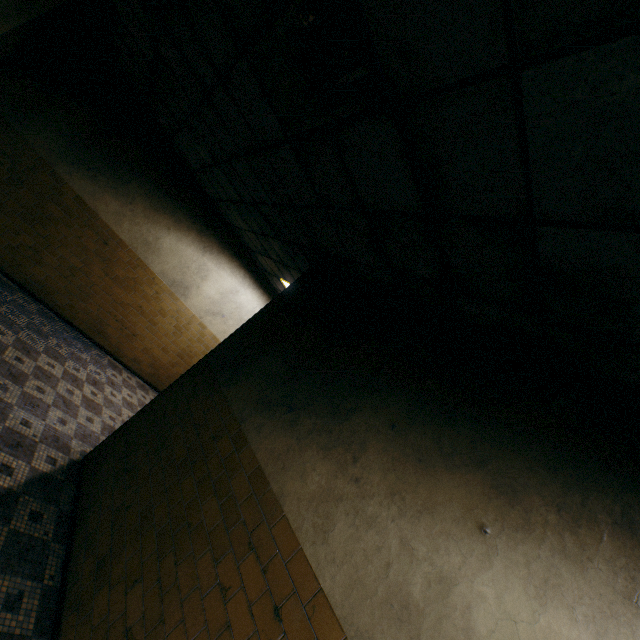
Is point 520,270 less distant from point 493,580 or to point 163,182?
point 493,580
